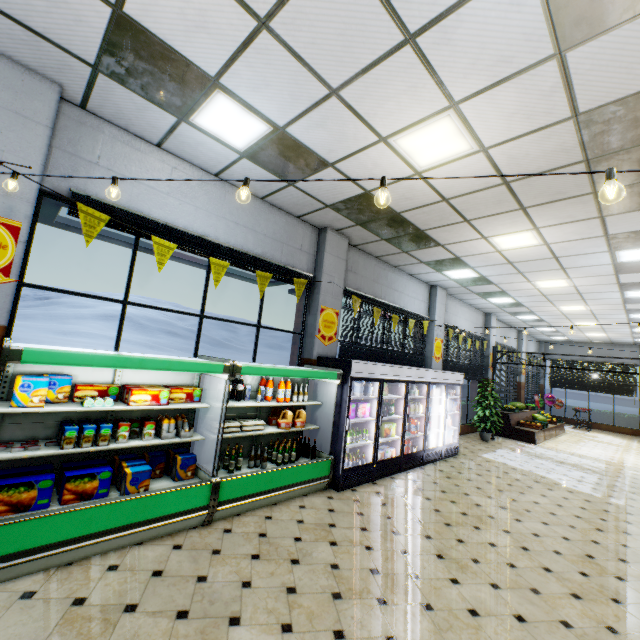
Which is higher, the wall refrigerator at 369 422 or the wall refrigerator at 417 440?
the wall refrigerator at 369 422

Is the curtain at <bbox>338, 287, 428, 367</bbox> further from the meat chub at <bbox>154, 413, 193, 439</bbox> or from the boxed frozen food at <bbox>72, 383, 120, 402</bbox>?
the boxed frozen food at <bbox>72, 383, 120, 402</bbox>

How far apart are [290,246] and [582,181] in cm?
461

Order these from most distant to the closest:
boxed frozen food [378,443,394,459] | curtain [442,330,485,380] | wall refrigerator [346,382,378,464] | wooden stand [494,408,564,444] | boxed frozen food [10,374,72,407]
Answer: wooden stand [494,408,564,444] < curtain [442,330,485,380] < boxed frozen food [378,443,394,459] < wall refrigerator [346,382,378,464] < boxed frozen food [10,374,72,407]

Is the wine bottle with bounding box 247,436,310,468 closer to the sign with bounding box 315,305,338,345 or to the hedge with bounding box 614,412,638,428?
the sign with bounding box 315,305,338,345

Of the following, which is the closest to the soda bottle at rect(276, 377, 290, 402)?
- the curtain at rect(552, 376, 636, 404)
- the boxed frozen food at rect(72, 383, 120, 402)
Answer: the boxed frozen food at rect(72, 383, 120, 402)

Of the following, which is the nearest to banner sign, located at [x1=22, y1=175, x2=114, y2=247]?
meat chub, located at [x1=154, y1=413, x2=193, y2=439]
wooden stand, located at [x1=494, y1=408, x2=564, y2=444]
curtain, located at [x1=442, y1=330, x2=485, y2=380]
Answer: meat chub, located at [x1=154, y1=413, x2=193, y2=439]

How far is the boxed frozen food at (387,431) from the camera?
6.8 meters
